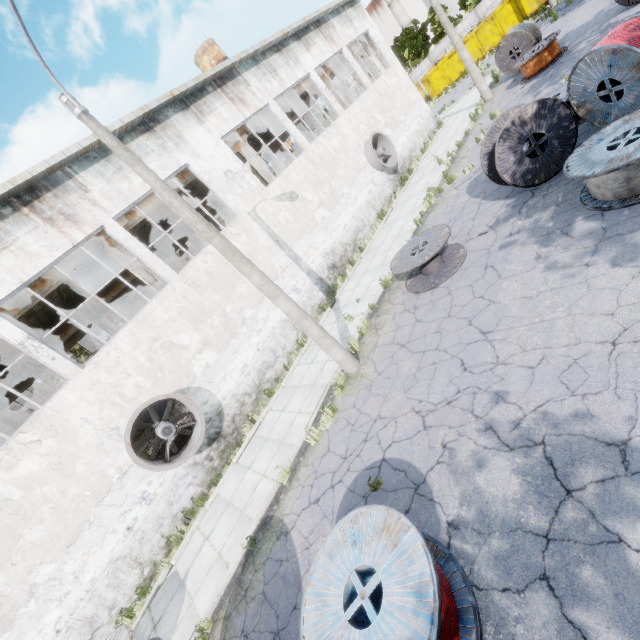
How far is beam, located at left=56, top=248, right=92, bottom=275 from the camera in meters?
11.8

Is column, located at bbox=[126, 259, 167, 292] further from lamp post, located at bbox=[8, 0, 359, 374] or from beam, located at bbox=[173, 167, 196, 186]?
lamp post, located at bbox=[8, 0, 359, 374]

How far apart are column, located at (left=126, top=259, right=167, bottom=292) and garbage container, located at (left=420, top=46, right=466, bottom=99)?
36.0m

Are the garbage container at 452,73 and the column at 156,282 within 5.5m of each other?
no

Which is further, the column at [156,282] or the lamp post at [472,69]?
the lamp post at [472,69]

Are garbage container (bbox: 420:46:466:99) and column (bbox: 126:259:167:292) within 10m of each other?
no

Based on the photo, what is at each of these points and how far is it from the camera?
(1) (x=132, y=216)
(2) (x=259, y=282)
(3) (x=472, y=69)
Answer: (1) beam, 13.45m
(2) lamp post, 7.98m
(3) lamp post, 18.52m

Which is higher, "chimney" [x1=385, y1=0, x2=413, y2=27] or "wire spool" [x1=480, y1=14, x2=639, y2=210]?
"chimney" [x1=385, y1=0, x2=413, y2=27]
